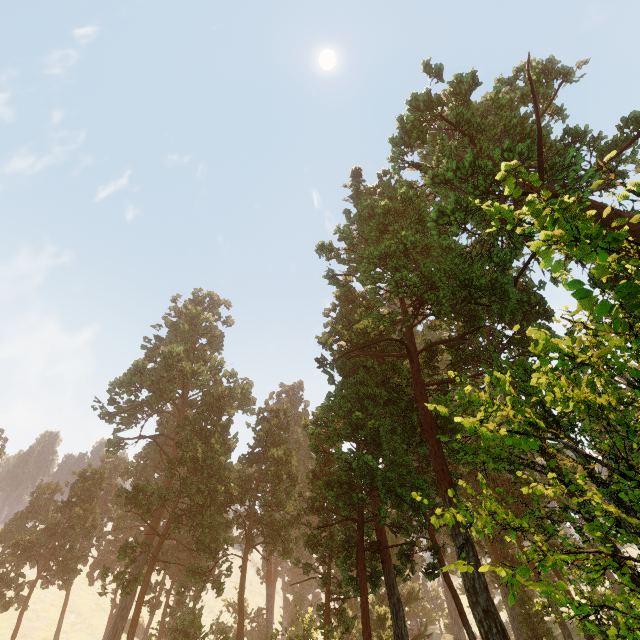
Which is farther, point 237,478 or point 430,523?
point 237,478
